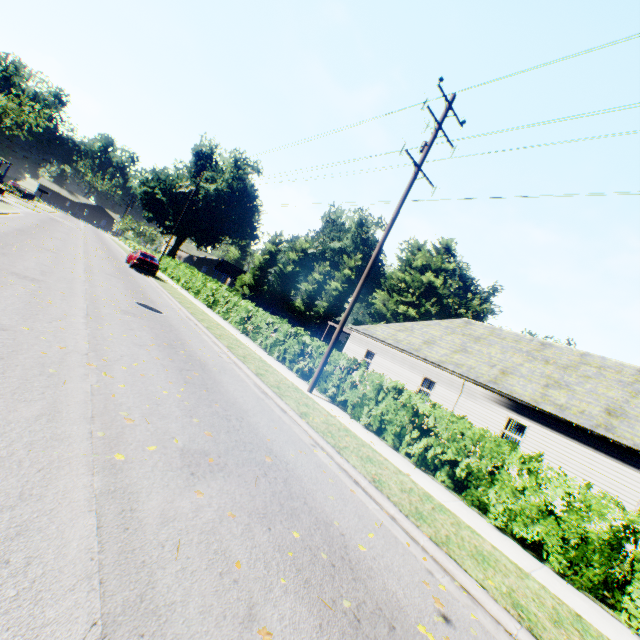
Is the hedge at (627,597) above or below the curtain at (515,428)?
below

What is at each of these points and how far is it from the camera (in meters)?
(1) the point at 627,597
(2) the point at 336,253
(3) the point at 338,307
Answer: (1) hedge, 5.32
(2) plant, 58.59
(3) tree, 54.91

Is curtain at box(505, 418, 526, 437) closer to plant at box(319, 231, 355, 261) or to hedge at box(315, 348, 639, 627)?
hedge at box(315, 348, 639, 627)

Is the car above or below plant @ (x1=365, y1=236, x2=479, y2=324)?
below

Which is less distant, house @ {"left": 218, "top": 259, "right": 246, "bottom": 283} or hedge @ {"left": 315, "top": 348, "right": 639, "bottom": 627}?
hedge @ {"left": 315, "top": 348, "right": 639, "bottom": 627}

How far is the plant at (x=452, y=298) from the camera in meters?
49.7

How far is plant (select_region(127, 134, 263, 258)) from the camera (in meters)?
49.62

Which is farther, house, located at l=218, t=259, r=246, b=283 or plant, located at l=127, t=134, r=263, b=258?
house, located at l=218, t=259, r=246, b=283
